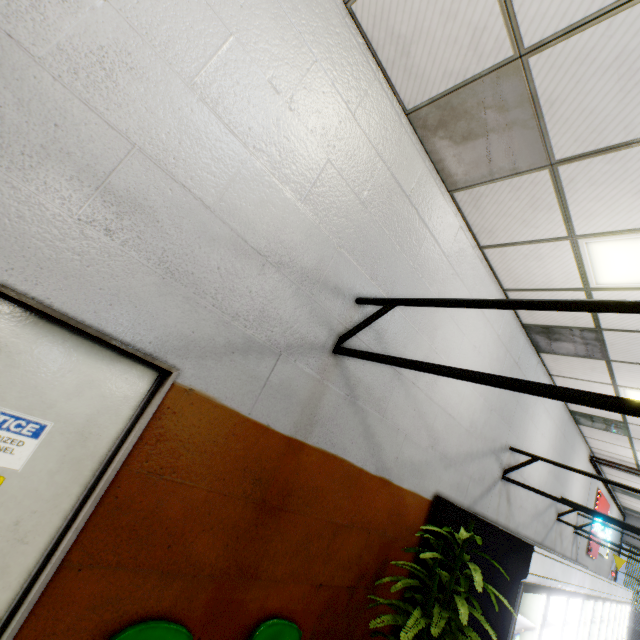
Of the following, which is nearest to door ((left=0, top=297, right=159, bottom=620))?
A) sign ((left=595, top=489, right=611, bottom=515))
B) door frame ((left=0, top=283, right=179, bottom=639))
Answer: door frame ((left=0, top=283, right=179, bottom=639))

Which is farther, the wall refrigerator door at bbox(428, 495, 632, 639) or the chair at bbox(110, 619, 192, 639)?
the wall refrigerator door at bbox(428, 495, 632, 639)

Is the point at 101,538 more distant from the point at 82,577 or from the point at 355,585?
the point at 355,585

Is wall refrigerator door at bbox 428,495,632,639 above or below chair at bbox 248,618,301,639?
above

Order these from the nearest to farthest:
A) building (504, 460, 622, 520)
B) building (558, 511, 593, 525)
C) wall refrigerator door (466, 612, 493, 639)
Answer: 1. wall refrigerator door (466, 612, 493, 639)
2. building (504, 460, 622, 520)
3. building (558, 511, 593, 525)

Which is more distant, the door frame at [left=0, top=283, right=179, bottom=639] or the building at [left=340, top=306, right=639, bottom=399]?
the building at [left=340, top=306, right=639, bottom=399]

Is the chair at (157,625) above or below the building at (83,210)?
below

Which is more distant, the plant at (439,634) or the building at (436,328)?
the building at (436,328)
